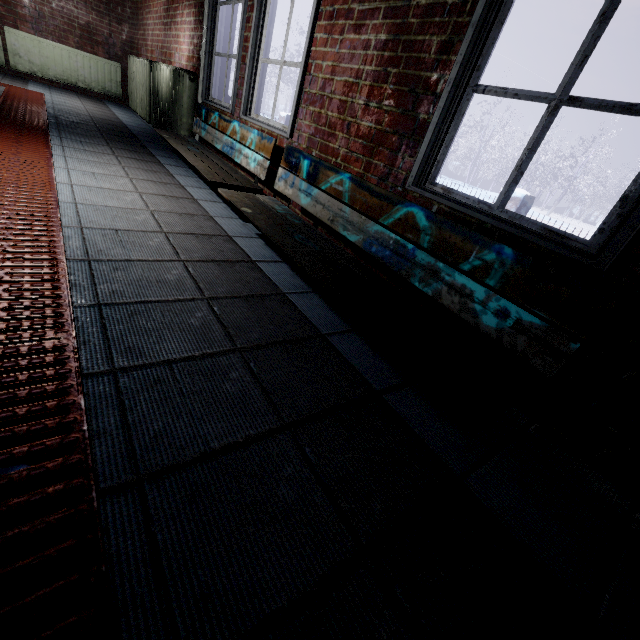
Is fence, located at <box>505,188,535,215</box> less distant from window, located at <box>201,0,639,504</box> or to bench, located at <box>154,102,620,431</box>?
window, located at <box>201,0,639,504</box>

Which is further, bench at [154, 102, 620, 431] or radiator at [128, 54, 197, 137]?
radiator at [128, 54, 197, 137]

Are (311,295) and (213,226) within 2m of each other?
yes

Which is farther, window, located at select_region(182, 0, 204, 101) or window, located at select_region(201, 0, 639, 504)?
window, located at select_region(182, 0, 204, 101)

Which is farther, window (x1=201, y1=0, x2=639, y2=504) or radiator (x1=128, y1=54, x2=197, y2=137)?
radiator (x1=128, y1=54, x2=197, y2=137)

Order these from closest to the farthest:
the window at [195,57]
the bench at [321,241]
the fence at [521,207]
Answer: the bench at [321,241] < the window at [195,57] < the fence at [521,207]

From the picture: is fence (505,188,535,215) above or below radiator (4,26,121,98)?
above

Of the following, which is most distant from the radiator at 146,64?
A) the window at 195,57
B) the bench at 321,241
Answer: the bench at 321,241
